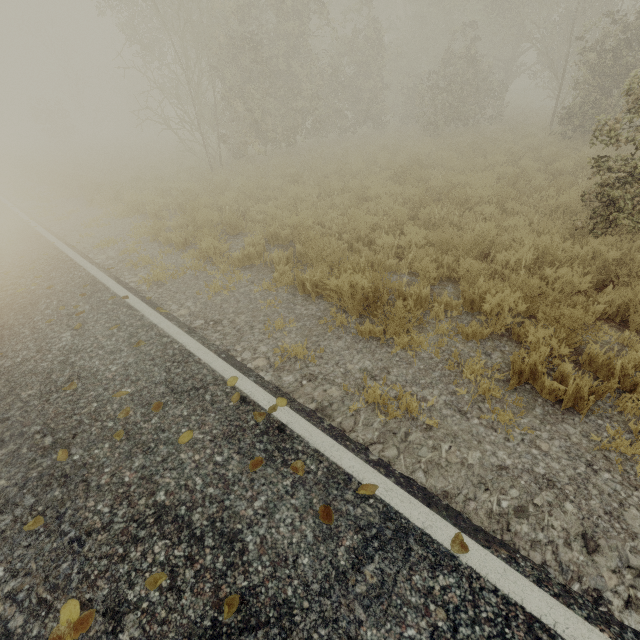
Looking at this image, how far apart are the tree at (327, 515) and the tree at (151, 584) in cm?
108

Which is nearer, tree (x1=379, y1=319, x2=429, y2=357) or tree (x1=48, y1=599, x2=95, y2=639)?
tree (x1=48, y1=599, x2=95, y2=639)

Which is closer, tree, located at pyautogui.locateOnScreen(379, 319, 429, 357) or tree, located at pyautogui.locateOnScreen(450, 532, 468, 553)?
tree, located at pyautogui.locateOnScreen(450, 532, 468, 553)

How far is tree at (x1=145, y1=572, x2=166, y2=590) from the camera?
2.0 meters

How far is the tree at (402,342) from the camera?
3.95m

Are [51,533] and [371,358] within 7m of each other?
yes

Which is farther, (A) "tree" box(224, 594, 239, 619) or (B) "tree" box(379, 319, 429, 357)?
(B) "tree" box(379, 319, 429, 357)

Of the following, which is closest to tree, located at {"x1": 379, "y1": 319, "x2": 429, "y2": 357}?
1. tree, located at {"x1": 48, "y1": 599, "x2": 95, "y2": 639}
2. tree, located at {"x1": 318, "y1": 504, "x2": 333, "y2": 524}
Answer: tree, located at {"x1": 48, "y1": 599, "x2": 95, "y2": 639}
